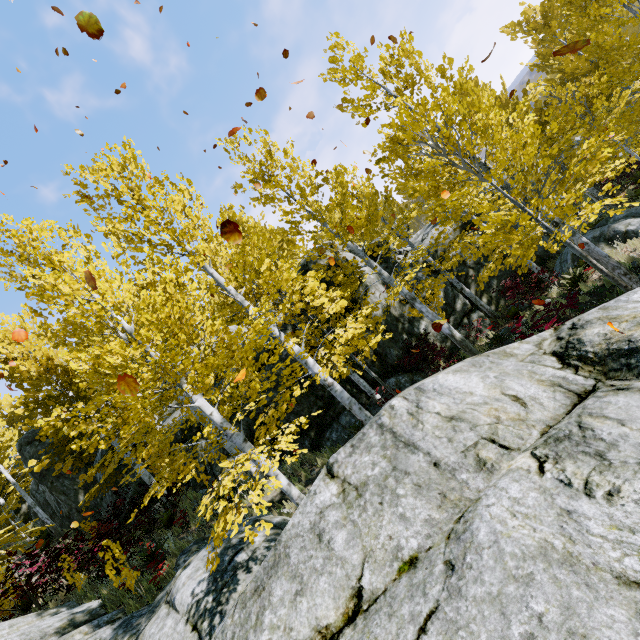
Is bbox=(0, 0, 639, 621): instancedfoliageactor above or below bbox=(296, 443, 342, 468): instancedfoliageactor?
above

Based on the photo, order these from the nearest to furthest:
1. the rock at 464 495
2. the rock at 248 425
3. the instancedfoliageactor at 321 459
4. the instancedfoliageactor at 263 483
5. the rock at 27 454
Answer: the rock at 464 495
the instancedfoliageactor at 263 483
the instancedfoliageactor at 321 459
the rock at 248 425
the rock at 27 454

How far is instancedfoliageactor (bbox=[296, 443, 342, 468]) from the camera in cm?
1034

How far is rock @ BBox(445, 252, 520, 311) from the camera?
14.34m

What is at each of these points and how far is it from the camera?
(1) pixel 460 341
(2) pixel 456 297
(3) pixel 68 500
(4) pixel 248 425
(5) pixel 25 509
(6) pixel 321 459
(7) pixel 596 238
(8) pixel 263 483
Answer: (1) instancedfoliageactor, 10.53m
(2) rock, 13.34m
(3) rock, 15.08m
(4) rock, 12.84m
(5) rock, 20.38m
(6) instancedfoliageactor, 10.59m
(7) rock, 12.30m
(8) instancedfoliageactor, 4.44m

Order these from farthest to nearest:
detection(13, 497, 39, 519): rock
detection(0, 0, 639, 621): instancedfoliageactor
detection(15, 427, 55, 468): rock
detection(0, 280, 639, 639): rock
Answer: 1. detection(13, 497, 39, 519): rock
2. detection(15, 427, 55, 468): rock
3. detection(0, 0, 639, 621): instancedfoliageactor
4. detection(0, 280, 639, 639): rock

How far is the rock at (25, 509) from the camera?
17.53m
